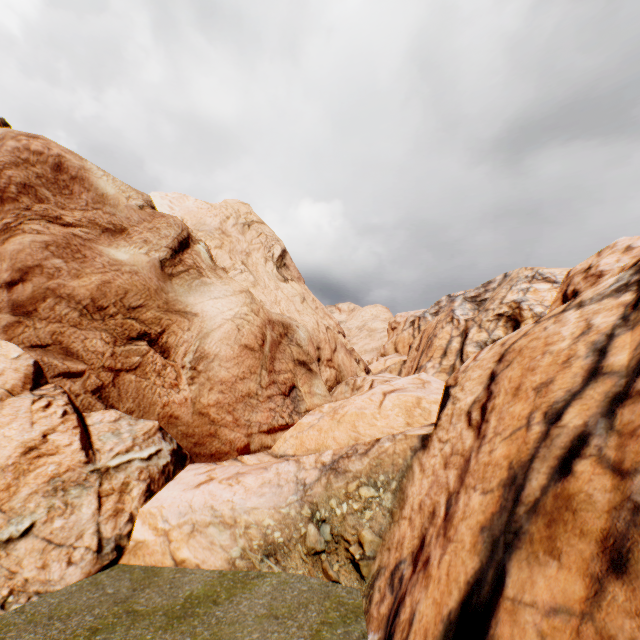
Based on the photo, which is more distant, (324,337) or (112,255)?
(324,337)
